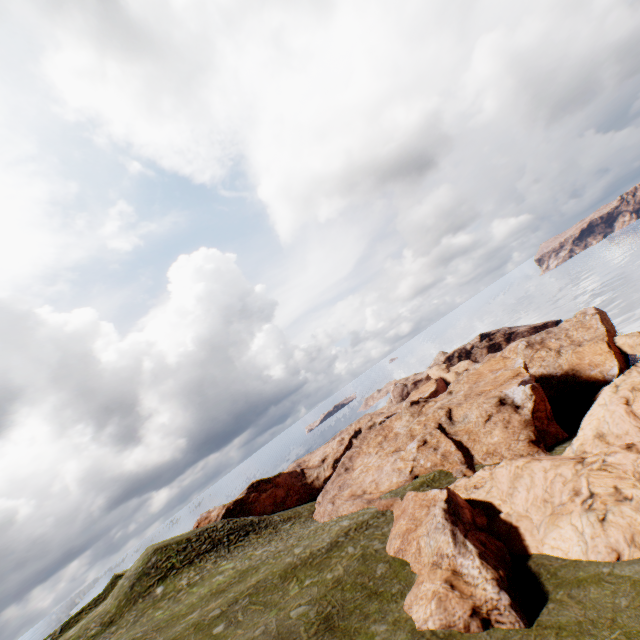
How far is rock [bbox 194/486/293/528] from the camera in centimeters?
5438cm

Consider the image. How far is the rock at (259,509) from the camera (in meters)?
54.38

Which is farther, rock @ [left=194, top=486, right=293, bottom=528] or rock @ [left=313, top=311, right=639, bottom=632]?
rock @ [left=194, top=486, right=293, bottom=528]

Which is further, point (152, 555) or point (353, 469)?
point (353, 469)

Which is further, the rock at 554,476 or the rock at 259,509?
the rock at 259,509
